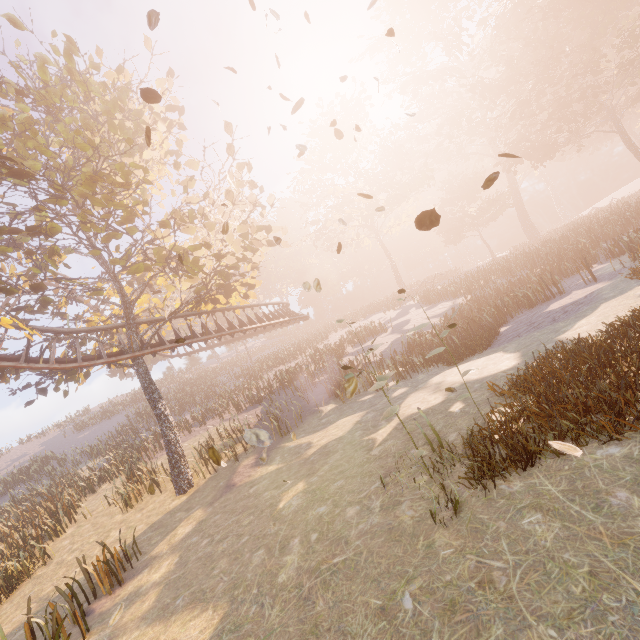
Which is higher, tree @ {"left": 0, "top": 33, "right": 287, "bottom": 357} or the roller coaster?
tree @ {"left": 0, "top": 33, "right": 287, "bottom": 357}

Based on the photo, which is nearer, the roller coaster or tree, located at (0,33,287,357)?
tree, located at (0,33,287,357)

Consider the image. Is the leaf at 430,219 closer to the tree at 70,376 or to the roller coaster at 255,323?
the tree at 70,376

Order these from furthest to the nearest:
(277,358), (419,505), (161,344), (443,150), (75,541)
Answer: (443,150) → (277,358) → (161,344) → (75,541) → (419,505)

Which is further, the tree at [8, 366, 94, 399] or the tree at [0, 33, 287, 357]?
the tree at [8, 366, 94, 399]

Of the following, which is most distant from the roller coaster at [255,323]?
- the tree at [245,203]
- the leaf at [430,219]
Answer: → the leaf at [430,219]

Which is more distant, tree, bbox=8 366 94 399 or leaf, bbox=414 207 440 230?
tree, bbox=8 366 94 399

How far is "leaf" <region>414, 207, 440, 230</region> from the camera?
3.68m
